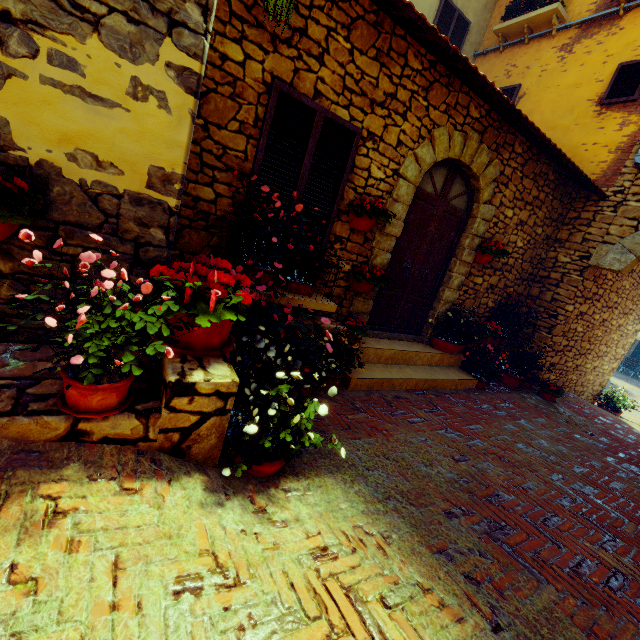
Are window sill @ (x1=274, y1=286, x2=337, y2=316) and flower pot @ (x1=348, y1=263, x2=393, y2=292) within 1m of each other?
yes

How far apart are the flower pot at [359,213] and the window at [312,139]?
0.1m

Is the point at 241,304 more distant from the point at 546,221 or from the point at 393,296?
the point at 546,221

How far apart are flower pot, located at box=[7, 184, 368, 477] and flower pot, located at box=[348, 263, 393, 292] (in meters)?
2.14

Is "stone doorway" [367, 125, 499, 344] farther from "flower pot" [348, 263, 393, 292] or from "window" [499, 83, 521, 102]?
"window" [499, 83, 521, 102]

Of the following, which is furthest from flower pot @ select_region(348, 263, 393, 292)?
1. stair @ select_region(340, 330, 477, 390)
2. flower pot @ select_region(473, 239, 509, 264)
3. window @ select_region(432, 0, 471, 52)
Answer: window @ select_region(432, 0, 471, 52)

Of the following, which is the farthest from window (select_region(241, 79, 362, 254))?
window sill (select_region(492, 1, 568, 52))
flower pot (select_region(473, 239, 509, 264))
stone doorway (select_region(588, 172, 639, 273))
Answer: window sill (select_region(492, 1, 568, 52))

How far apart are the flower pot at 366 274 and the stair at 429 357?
0.7m
